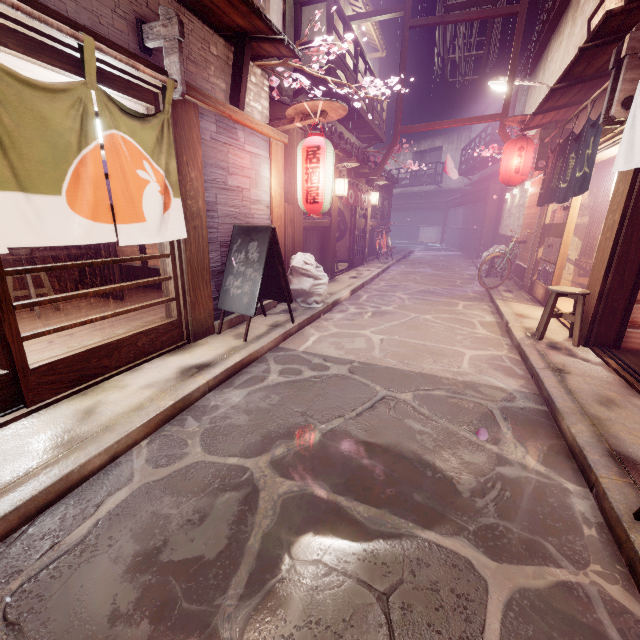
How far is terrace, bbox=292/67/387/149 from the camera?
14.2 meters

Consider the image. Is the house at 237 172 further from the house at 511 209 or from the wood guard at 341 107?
the house at 511 209

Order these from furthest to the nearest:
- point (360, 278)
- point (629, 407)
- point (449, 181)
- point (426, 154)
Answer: point (426, 154)
point (449, 181)
point (360, 278)
point (629, 407)

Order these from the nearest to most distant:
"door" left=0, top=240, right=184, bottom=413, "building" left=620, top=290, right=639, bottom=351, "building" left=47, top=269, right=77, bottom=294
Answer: "door" left=0, top=240, right=184, bottom=413 → "building" left=620, top=290, right=639, bottom=351 → "building" left=47, top=269, right=77, bottom=294

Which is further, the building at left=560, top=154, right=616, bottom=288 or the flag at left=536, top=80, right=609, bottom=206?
the building at left=560, top=154, right=616, bottom=288

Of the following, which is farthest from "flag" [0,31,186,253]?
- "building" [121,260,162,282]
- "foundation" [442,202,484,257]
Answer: "foundation" [442,202,484,257]

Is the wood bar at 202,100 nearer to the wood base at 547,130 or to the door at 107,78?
the door at 107,78

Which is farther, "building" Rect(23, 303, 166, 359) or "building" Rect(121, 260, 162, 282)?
"building" Rect(121, 260, 162, 282)
